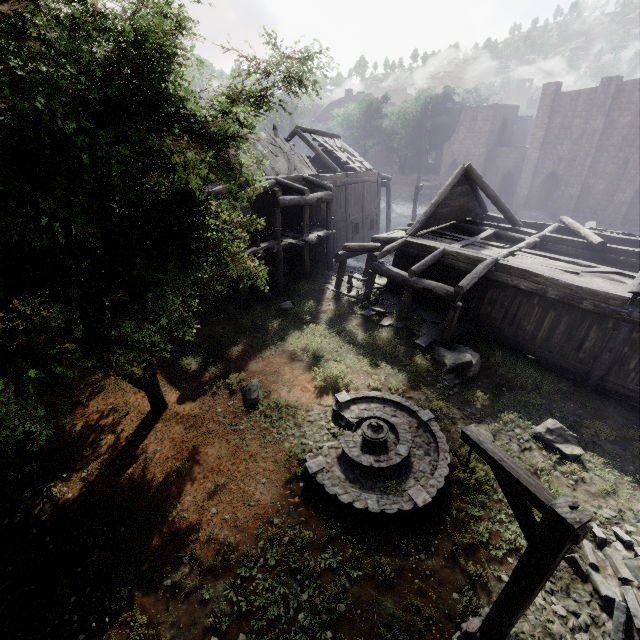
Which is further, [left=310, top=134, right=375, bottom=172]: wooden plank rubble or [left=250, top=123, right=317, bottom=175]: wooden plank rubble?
[left=310, top=134, right=375, bottom=172]: wooden plank rubble

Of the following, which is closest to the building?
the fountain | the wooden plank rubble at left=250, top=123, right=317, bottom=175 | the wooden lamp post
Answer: the wooden plank rubble at left=250, top=123, right=317, bottom=175

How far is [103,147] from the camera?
3.94m

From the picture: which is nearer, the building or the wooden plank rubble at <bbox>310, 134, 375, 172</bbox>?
the building

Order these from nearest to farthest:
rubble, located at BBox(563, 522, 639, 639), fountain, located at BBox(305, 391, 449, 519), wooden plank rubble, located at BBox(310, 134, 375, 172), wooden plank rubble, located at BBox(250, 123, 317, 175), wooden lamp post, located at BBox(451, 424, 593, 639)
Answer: wooden lamp post, located at BBox(451, 424, 593, 639) < rubble, located at BBox(563, 522, 639, 639) < fountain, located at BBox(305, 391, 449, 519) < wooden plank rubble, located at BBox(250, 123, 317, 175) < wooden plank rubble, located at BBox(310, 134, 375, 172)

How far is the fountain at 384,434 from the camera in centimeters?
787cm

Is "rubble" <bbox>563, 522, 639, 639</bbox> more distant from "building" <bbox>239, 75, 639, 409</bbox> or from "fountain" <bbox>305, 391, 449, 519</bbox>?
"fountain" <bbox>305, 391, 449, 519</bbox>

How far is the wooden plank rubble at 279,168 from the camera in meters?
20.1 m
